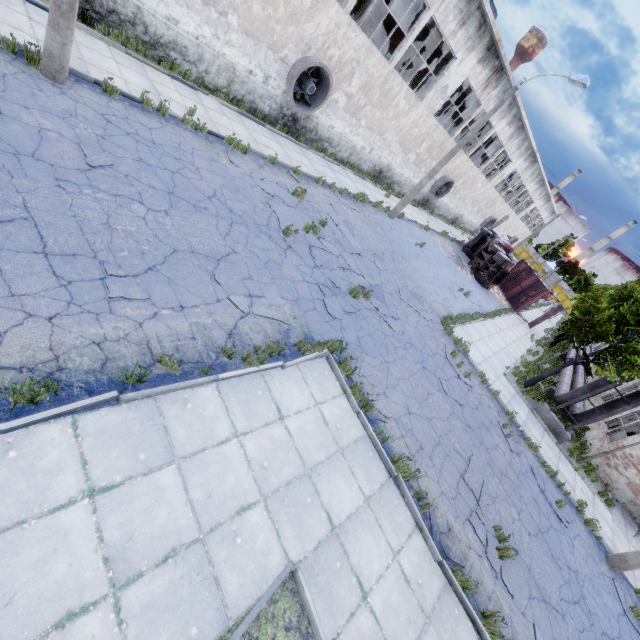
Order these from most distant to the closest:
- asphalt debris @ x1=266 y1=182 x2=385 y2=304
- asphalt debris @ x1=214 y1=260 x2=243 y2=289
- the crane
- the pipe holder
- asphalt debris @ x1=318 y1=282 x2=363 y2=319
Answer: the crane, the pipe holder, asphalt debris @ x1=266 y1=182 x2=385 y2=304, asphalt debris @ x1=318 y1=282 x2=363 y2=319, asphalt debris @ x1=214 y1=260 x2=243 y2=289

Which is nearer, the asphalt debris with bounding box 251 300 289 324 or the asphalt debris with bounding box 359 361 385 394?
the asphalt debris with bounding box 251 300 289 324

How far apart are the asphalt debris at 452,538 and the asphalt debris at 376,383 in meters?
1.9

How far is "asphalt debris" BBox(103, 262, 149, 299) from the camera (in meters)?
5.29

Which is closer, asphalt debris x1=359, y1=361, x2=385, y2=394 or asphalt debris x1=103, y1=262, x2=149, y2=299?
asphalt debris x1=103, y1=262, x2=149, y2=299

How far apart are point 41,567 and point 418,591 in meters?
5.6

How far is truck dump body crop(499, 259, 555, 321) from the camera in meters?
28.2

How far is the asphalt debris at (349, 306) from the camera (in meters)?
9.16
